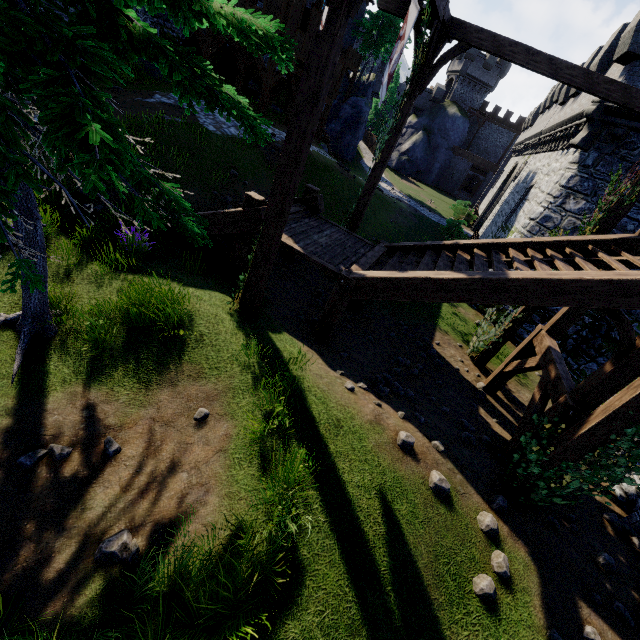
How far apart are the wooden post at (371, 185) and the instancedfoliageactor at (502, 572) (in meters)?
9.01

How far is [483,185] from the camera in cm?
4694

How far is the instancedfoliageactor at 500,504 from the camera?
5.3 meters

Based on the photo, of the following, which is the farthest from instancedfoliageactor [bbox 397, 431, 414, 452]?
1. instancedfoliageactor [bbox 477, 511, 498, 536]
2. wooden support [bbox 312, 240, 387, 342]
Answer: wooden support [bbox 312, 240, 387, 342]

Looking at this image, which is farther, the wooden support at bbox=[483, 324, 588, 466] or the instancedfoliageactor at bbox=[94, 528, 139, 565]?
the wooden support at bbox=[483, 324, 588, 466]

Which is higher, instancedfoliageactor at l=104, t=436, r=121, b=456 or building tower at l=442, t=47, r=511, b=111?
building tower at l=442, t=47, r=511, b=111

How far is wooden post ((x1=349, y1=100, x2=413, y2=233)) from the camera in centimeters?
902cm

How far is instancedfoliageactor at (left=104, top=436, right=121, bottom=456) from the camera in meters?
4.2
